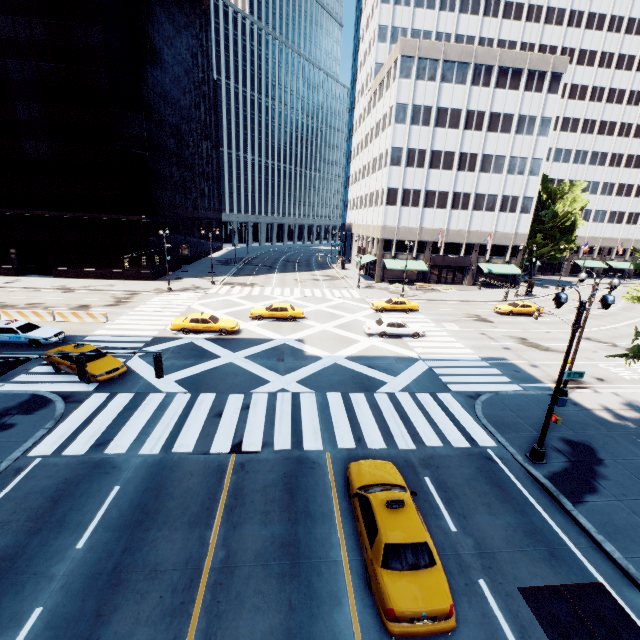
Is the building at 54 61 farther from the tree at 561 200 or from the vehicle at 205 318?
the tree at 561 200

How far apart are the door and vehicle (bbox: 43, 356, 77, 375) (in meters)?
47.78

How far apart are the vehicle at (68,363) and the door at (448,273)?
47.78m

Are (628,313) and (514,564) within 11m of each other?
no

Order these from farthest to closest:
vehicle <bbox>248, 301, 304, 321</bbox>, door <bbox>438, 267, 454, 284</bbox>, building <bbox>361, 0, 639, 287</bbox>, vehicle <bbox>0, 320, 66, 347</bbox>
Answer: door <bbox>438, 267, 454, 284</bbox>
building <bbox>361, 0, 639, 287</bbox>
vehicle <bbox>248, 301, 304, 321</bbox>
vehicle <bbox>0, 320, 66, 347</bbox>

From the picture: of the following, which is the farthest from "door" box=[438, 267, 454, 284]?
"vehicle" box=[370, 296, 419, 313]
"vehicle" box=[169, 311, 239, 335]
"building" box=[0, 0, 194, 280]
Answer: "building" box=[0, 0, 194, 280]

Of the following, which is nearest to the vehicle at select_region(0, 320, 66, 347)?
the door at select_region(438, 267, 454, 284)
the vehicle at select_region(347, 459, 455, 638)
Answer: the vehicle at select_region(347, 459, 455, 638)
